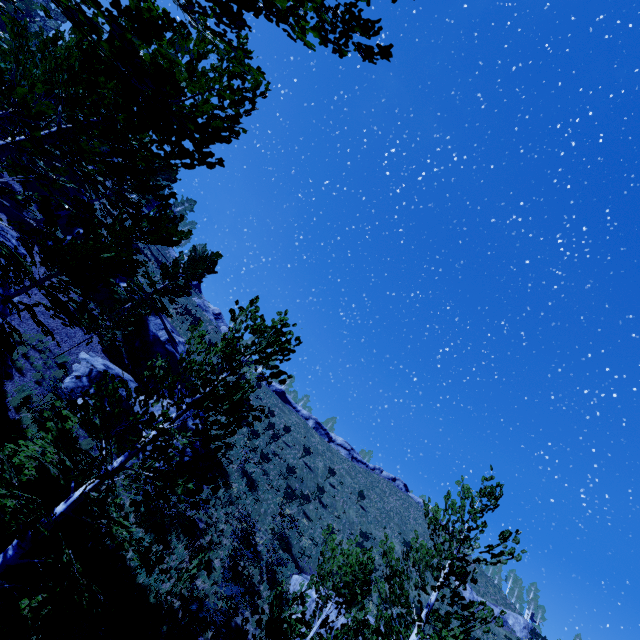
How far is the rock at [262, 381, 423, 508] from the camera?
50.0 meters

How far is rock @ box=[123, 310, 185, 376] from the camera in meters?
21.9

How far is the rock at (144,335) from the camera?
21.94m

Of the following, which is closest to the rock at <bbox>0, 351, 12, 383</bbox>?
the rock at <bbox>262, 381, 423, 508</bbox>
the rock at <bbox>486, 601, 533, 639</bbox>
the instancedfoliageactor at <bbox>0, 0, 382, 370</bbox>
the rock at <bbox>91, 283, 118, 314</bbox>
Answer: the instancedfoliageactor at <bbox>0, 0, 382, 370</bbox>

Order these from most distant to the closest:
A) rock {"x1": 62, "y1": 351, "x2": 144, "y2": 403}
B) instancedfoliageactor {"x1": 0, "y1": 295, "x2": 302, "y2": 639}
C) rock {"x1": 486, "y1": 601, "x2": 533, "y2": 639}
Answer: rock {"x1": 486, "y1": 601, "x2": 533, "y2": 639}, rock {"x1": 62, "y1": 351, "x2": 144, "y2": 403}, instancedfoliageactor {"x1": 0, "y1": 295, "x2": 302, "y2": 639}

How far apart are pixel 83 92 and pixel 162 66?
4.5 meters

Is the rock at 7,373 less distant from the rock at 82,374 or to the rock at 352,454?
the rock at 82,374
